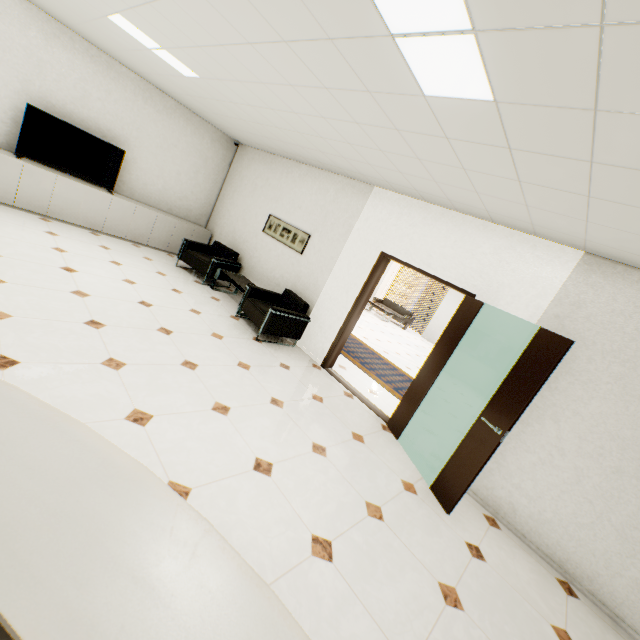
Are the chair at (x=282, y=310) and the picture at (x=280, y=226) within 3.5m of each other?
yes

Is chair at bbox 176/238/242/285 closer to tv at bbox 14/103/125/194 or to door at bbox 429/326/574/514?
tv at bbox 14/103/125/194

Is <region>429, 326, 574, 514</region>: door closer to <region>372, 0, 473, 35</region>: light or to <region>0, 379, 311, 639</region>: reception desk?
<region>372, 0, 473, 35</region>: light

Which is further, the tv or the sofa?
the sofa

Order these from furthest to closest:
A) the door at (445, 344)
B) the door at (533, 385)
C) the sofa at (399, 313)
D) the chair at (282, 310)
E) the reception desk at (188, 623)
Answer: the sofa at (399, 313)
the chair at (282, 310)
the door at (445, 344)
the door at (533, 385)
the reception desk at (188, 623)

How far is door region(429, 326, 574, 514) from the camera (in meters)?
2.92

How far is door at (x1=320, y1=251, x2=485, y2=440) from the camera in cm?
395

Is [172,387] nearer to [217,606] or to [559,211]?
[217,606]
